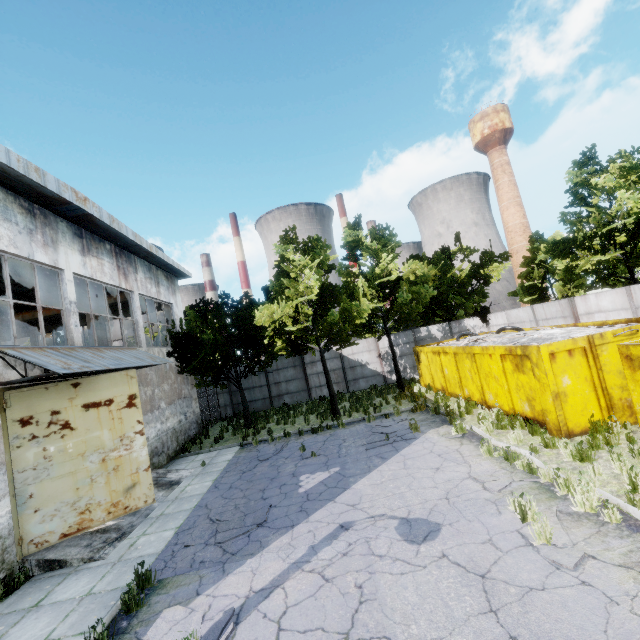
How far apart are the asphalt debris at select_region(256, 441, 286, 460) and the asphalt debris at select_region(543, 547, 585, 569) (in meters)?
8.89

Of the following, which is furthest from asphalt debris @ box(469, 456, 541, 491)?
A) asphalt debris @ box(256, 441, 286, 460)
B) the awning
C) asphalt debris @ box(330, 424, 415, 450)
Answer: the awning

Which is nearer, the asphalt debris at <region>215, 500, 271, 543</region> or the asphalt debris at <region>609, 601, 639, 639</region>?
the asphalt debris at <region>609, 601, 639, 639</region>

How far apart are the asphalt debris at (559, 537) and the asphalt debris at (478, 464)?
1.06m

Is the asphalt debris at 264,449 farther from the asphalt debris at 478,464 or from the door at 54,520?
the asphalt debris at 478,464

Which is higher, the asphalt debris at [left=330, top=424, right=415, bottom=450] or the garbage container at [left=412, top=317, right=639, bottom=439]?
the garbage container at [left=412, top=317, right=639, bottom=439]

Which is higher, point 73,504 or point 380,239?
point 380,239

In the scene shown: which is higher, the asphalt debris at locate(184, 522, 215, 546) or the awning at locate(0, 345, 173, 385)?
the awning at locate(0, 345, 173, 385)
